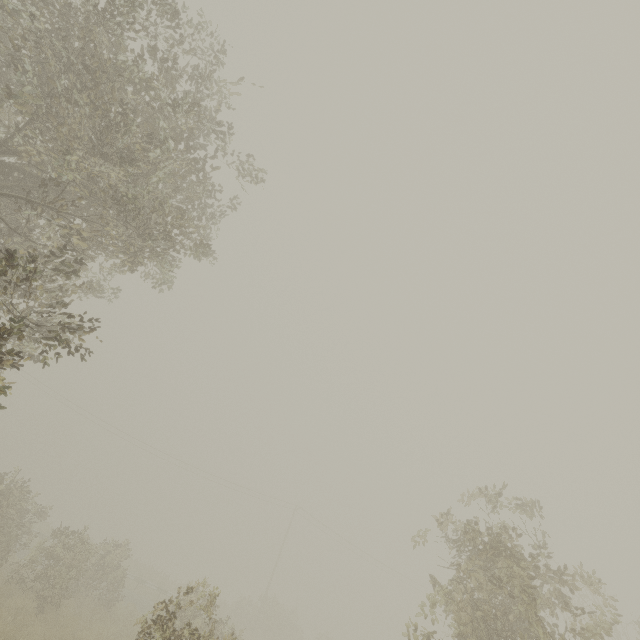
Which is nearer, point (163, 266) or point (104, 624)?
point (163, 266)

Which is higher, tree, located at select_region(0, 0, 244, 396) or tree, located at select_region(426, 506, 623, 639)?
tree, located at select_region(0, 0, 244, 396)

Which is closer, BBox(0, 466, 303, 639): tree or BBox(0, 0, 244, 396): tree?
BBox(0, 0, 244, 396): tree

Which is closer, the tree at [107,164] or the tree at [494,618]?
the tree at [107,164]

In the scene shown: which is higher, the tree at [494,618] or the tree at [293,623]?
the tree at [494,618]
